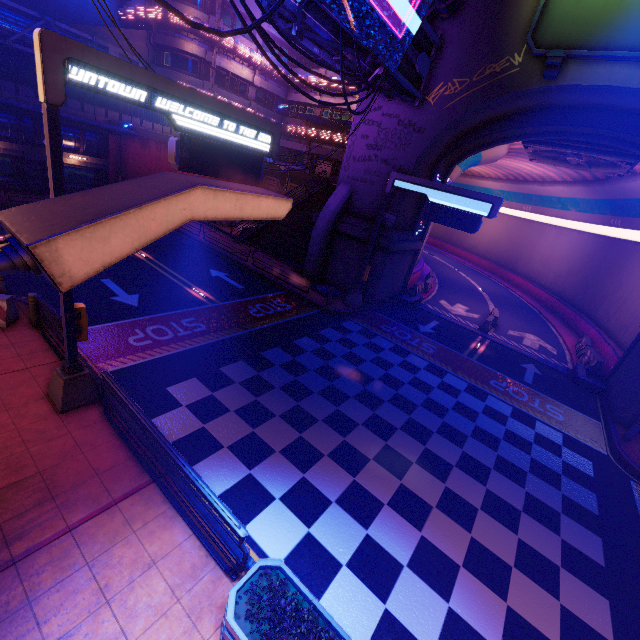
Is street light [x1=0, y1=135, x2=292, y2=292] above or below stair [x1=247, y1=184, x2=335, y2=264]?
above

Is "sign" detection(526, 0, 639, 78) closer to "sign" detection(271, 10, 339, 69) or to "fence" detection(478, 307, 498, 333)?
"sign" detection(271, 10, 339, 69)

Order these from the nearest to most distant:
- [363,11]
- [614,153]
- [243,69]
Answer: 1. [363,11]
2. [614,153]
3. [243,69]

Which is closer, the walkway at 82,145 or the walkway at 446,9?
the walkway at 446,9

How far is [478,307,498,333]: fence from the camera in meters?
20.6

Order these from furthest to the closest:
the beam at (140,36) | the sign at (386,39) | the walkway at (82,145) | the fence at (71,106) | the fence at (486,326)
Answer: the beam at (140,36) < the walkway at (82,145) < the fence at (71,106) < the fence at (486,326) < the sign at (386,39)

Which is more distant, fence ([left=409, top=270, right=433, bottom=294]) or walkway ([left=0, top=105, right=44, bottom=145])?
fence ([left=409, top=270, right=433, bottom=294])

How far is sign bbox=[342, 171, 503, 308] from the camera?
13.73m
